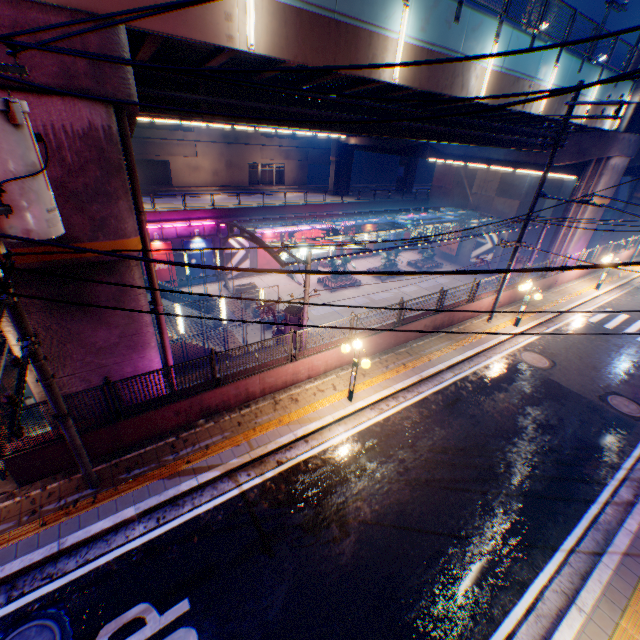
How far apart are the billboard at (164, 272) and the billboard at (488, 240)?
34.2 meters

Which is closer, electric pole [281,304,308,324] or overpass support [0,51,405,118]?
overpass support [0,51,405,118]

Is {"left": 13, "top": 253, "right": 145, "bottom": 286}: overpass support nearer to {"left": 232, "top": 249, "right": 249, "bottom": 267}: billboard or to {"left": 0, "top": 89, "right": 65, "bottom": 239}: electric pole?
{"left": 0, "top": 89, "right": 65, "bottom": 239}: electric pole

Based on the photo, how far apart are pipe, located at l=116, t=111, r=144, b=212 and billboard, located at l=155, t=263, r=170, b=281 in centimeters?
2068cm

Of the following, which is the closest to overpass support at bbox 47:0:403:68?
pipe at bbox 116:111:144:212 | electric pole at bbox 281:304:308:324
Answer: pipe at bbox 116:111:144:212

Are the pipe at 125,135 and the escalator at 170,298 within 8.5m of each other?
no

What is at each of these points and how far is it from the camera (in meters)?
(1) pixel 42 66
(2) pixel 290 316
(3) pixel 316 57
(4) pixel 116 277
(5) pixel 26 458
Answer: (1) overpass support, 5.76
(2) electric pole, 13.22
(3) overpass support, 9.01
(4) overpass support, 8.07
(5) concrete block, 7.23

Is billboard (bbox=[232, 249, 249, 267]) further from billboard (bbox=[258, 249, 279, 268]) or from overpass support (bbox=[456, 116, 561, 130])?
overpass support (bbox=[456, 116, 561, 130])
